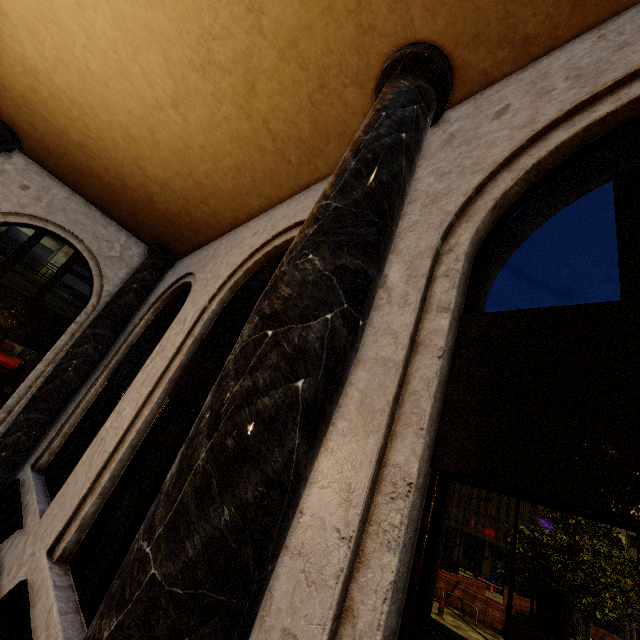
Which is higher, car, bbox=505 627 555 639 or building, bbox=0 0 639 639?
building, bbox=0 0 639 639

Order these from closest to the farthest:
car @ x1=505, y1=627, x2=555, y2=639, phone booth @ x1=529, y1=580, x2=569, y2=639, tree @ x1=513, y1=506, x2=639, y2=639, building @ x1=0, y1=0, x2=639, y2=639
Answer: building @ x1=0, y1=0, x2=639, y2=639 < car @ x1=505, y1=627, x2=555, y2=639 < phone booth @ x1=529, y1=580, x2=569, y2=639 < tree @ x1=513, y1=506, x2=639, y2=639

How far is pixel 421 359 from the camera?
1.99m

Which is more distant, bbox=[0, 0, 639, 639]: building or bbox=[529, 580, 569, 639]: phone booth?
bbox=[529, 580, 569, 639]: phone booth

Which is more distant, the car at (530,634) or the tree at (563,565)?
the tree at (563,565)

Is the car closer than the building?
No

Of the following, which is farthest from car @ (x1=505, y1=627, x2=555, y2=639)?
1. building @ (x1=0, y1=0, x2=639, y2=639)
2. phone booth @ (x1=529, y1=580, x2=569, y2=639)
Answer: building @ (x1=0, y1=0, x2=639, y2=639)

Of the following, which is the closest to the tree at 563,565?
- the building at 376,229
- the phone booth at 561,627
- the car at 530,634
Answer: the phone booth at 561,627
